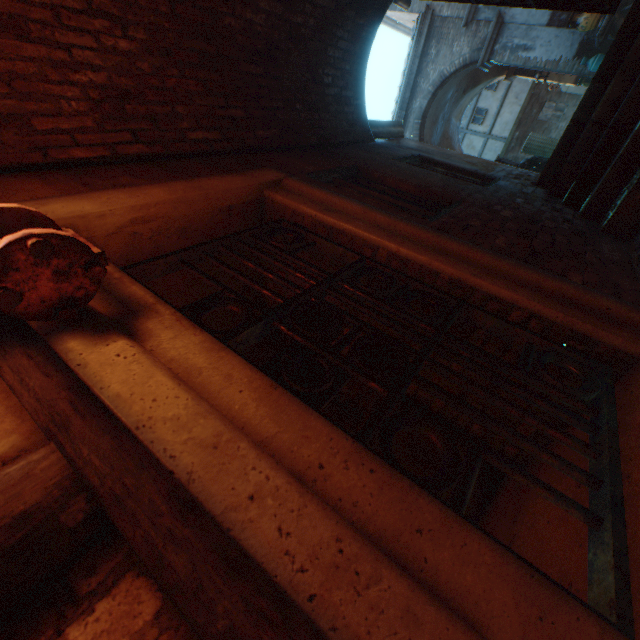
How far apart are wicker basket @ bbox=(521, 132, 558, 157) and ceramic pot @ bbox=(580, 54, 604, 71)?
3.6 meters

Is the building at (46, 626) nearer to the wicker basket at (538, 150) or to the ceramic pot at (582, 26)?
the ceramic pot at (582, 26)

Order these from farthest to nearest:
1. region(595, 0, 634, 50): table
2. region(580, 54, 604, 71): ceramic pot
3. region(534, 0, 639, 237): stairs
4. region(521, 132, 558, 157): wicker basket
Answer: region(580, 54, 604, 71): ceramic pot
region(521, 132, 558, 157): wicker basket
region(595, 0, 634, 50): table
region(534, 0, 639, 237): stairs

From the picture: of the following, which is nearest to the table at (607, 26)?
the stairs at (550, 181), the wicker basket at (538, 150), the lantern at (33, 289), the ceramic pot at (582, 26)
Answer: the ceramic pot at (582, 26)

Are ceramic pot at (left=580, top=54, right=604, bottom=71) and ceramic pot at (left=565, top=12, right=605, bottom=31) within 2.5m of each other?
yes

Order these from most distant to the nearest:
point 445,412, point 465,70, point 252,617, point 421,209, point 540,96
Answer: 1. point 540,96
2. point 465,70
3. point 421,209
4. point 445,412
5. point 252,617

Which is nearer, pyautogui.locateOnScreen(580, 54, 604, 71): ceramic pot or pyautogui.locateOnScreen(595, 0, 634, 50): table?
pyautogui.locateOnScreen(595, 0, 634, 50): table

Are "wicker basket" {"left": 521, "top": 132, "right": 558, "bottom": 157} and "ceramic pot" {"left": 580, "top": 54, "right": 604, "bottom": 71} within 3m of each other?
no
